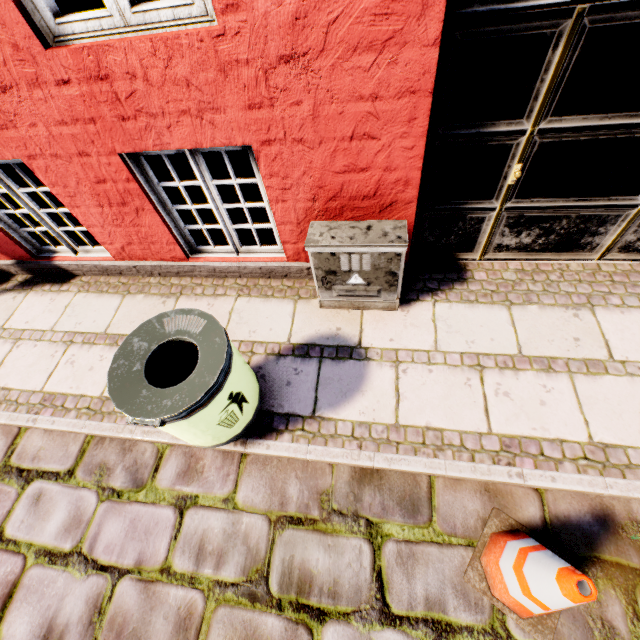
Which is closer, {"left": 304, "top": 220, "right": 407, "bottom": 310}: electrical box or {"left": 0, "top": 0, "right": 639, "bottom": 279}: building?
{"left": 0, "top": 0, "right": 639, "bottom": 279}: building

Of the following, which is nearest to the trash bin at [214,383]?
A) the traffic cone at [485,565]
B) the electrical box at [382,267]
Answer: the electrical box at [382,267]

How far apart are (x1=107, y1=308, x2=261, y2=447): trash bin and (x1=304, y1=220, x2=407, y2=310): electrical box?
0.9 meters

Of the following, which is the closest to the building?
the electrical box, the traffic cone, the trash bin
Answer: the electrical box

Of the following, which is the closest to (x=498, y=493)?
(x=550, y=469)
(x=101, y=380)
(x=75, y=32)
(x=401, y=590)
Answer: (x=550, y=469)

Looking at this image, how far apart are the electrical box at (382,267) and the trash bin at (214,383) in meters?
0.9 m

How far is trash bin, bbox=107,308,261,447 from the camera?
1.75m

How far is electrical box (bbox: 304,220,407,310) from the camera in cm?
243
